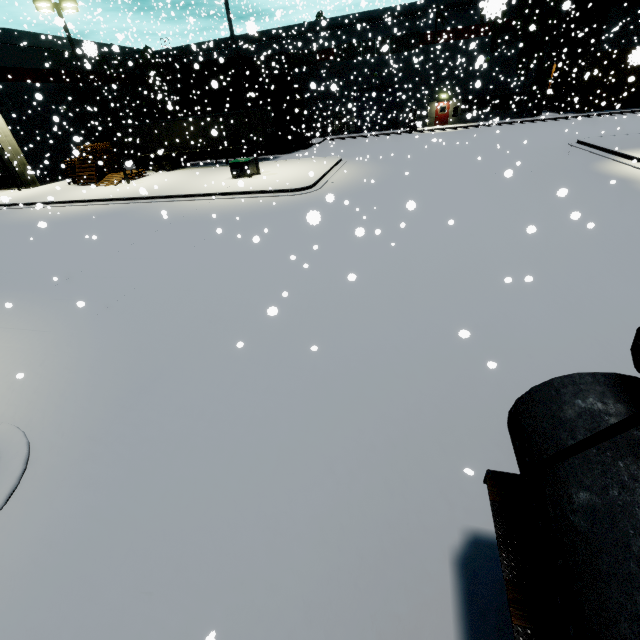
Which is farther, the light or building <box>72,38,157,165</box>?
building <box>72,38,157,165</box>

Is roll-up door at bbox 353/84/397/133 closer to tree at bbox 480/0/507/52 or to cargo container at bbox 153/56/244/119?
cargo container at bbox 153/56/244/119

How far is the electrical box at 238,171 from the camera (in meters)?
20.62

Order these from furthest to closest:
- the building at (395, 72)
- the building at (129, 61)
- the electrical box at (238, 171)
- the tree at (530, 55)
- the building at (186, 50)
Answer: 1. the building at (186, 50)
2. the building at (395, 72)
3. the tree at (530, 55)
4. the building at (129, 61)
5. the electrical box at (238, 171)

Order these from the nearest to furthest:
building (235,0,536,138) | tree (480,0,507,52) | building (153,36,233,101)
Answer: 1. tree (480,0,507,52)
2. building (235,0,536,138)
3. building (153,36,233,101)

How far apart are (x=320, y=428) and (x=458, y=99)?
43.1m

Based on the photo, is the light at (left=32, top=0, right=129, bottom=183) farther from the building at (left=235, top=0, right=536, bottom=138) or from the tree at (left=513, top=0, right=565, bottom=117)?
the tree at (left=513, top=0, right=565, bottom=117)

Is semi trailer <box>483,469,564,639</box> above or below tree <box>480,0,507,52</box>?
below
